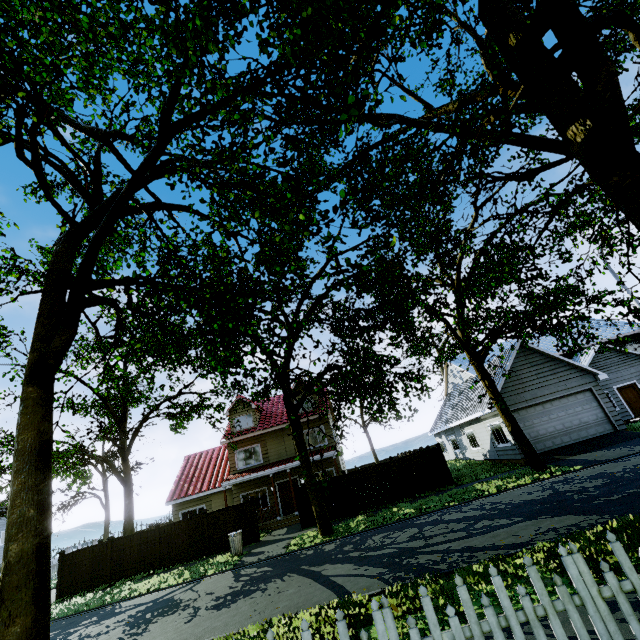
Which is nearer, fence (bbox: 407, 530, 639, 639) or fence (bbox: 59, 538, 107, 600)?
fence (bbox: 407, 530, 639, 639)

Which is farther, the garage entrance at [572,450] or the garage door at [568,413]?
the garage door at [568,413]

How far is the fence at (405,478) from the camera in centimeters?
1758cm

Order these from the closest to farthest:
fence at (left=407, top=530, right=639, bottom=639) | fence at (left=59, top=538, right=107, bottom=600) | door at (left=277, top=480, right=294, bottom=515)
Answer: fence at (left=407, top=530, right=639, bottom=639) < fence at (left=59, top=538, right=107, bottom=600) < door at (left=277, top=480, right=294, bottom=515)

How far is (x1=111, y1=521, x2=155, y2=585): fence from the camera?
17.5 meters

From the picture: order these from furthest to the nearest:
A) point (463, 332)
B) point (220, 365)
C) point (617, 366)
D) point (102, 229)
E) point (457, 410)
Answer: point (457, 410)
point (617, 366)
point (463, 332)
point (220, 365)
point (102, 229)

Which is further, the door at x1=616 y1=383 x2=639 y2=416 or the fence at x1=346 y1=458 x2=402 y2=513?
the door at x1=616 y1=383 x2=639 y2=416
